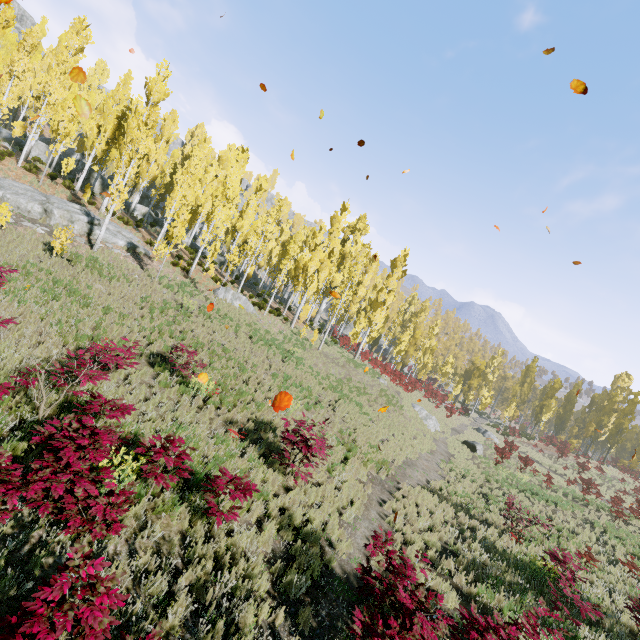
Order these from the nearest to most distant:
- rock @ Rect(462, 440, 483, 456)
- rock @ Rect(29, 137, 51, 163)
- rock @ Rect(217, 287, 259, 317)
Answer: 1. rock @ Rect(217, 287, 259, 317)
2. rock @ Rect(462, 440, 483, 456)
3. rock @ Rect(29, 137, 51, 163)

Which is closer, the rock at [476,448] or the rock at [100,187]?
the rock at [476,448]

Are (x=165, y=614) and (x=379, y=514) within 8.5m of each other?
yes

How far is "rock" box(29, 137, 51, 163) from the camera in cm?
2830

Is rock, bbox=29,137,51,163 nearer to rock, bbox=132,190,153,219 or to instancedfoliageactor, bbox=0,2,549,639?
instancedfoliageactor, bbox=0,2,549,639

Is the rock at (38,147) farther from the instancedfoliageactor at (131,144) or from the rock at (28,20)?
the rock at (28,20)
